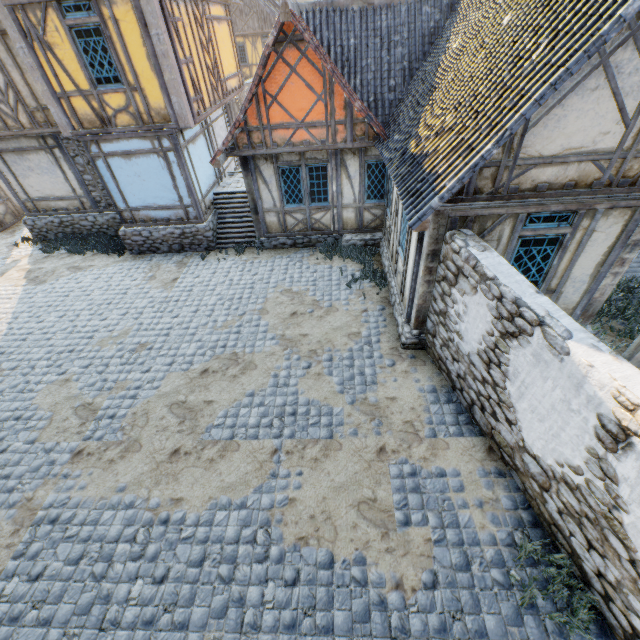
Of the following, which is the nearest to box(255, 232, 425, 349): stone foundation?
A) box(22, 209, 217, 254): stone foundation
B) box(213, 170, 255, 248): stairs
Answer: box(213, 170, 255, 248): stairs

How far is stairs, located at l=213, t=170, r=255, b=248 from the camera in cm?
1219

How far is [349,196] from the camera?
10.6m

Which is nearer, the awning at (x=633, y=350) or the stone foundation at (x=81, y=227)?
the awning at (x=633, y=350)

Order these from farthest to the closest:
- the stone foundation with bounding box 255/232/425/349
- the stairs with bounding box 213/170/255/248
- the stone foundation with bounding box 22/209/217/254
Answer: the stairs with bounding box 213/170/255/248
the stone foundation with bounding box 22/209/217/254
the stone foundation with bounding box 255/232/425/349

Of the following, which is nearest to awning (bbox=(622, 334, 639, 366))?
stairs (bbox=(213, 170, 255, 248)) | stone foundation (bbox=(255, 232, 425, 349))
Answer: stone foundation (bbox=(255, 232, 425, 349))

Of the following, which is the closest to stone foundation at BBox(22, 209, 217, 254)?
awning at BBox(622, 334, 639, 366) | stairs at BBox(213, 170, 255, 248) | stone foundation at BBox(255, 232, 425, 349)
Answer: stairs at BBox(213, 170, 255, 248)

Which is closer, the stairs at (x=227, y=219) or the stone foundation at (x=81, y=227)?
the stone foundation at (x=81, y=227)
